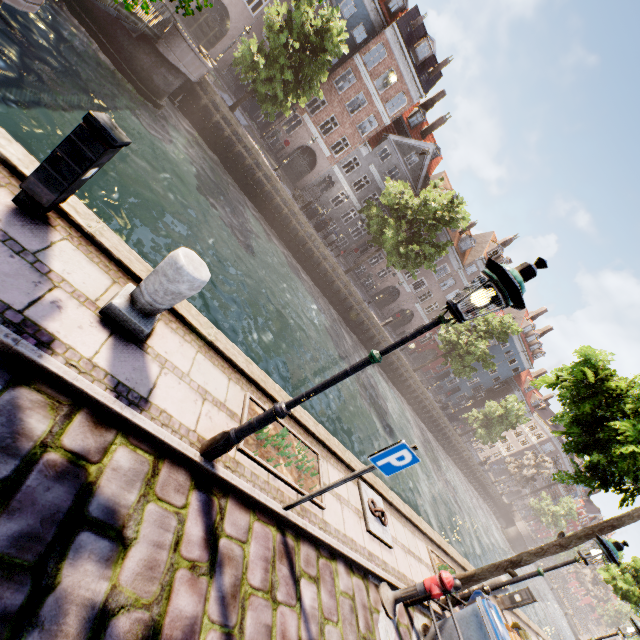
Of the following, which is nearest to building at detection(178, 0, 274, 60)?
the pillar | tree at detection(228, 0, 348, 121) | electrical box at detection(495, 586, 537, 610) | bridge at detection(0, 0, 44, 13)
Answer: tree at detection(228, 0, 348, 121)

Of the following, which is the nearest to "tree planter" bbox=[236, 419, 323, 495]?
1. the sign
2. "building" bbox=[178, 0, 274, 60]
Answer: the sign

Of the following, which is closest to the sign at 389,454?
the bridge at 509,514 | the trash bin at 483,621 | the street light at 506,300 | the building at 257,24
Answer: the street light at 506,300

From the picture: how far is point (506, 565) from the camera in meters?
7.9

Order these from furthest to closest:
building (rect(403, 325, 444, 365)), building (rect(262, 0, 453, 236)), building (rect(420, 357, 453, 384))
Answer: building (rect(420, 357, 453, 384)) < building (rect(403, 325, 444, 365)) < building (rect(262, 0, 453, 236))

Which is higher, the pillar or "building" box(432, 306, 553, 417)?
"building" box(432, 306, 553, 417)

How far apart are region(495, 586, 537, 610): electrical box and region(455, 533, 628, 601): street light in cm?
693

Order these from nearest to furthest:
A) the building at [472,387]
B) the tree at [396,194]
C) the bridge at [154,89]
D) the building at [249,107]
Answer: the bridge at [154,89] < the tree at [396,194] < the building at [249,107] < the building at [472,387]
